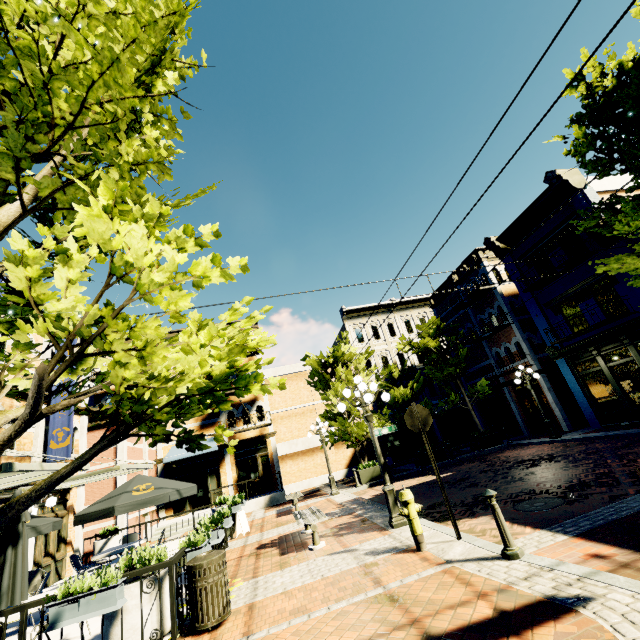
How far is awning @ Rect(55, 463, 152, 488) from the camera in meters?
10.5 m

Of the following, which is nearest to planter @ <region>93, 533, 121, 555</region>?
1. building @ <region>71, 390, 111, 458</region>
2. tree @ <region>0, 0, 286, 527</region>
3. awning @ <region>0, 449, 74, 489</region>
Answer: building @ <region>71, 390, 111, 458</region>

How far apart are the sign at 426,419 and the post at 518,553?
1.2 meters

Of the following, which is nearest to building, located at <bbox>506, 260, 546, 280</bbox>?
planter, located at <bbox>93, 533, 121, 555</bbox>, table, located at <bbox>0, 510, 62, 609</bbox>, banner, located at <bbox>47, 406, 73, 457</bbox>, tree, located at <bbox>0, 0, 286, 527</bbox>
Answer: tree, located at <bbox>0, 0, 286, 527</bbox>

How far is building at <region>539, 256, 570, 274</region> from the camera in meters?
14.9

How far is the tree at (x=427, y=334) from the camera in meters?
19.3 m

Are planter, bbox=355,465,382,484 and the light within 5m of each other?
no

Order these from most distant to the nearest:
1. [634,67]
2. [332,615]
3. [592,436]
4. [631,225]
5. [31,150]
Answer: [592,436] < [634,67] < [631,225] < [332,615] < [31,150]
